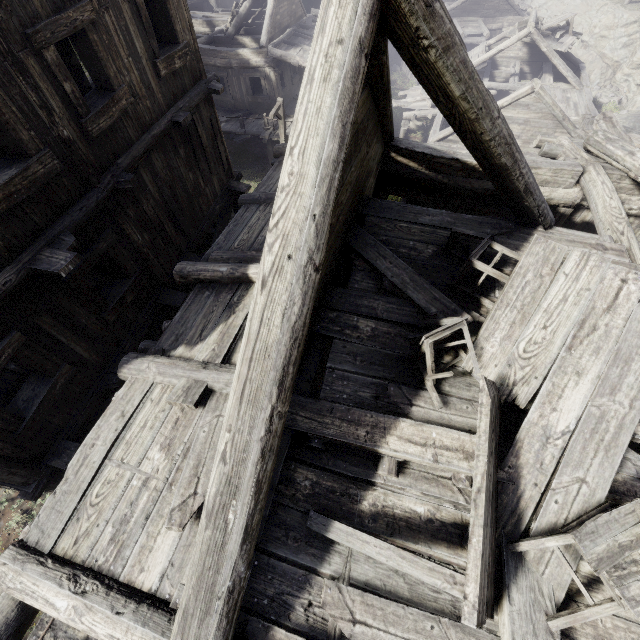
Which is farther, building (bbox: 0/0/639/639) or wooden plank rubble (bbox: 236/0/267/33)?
wooden plank rubble (bbox: 236/0/267/33)

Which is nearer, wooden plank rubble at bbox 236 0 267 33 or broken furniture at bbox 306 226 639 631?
broken furniture at bbox 306 226 639 631

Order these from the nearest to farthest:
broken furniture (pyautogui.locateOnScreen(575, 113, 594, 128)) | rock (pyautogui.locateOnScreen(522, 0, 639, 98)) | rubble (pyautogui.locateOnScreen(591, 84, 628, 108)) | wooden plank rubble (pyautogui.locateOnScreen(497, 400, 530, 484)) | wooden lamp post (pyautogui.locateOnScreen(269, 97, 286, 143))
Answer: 1. wooden plank rubble (pyautogui.locateOnScreen(497, 400, 530, 484))
2. wooden lamp post (pyautogui.locateOnScreen(269, 97, 286, 143))
3. broken furniture (pyautogui.locateOnScreen(575, 113, 594, 128))
4. rubble (pyautogui.locateOnScreen(591, 84, 628, 108))
5. rock (pyautogui.locateOnScreen(522, 0, 639, 98))

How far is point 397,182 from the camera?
7.8 meters

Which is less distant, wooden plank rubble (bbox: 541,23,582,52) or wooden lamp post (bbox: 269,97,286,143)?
wooden lamp post (bbox: 269,97,286,143)

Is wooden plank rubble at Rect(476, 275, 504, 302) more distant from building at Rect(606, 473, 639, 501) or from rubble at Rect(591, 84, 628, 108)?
rubble at Rect(591, 84, 628, 108)

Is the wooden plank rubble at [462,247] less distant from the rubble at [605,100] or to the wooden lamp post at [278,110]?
the wooden lamp post at [278,110]

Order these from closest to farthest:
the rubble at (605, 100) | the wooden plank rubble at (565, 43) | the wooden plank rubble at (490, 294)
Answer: the wooden plank rubble at (490, 294)
the wooden plank rubble at (565, 43)
the rubble at (605, 100)
